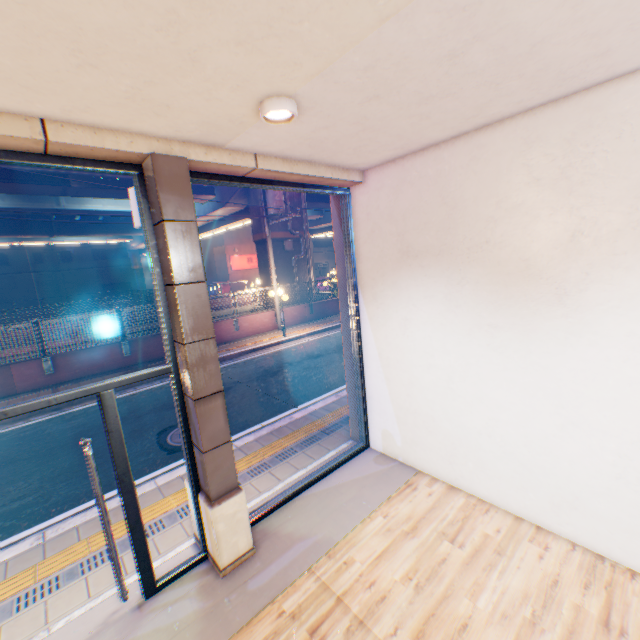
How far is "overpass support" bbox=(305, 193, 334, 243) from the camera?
22.0 meters

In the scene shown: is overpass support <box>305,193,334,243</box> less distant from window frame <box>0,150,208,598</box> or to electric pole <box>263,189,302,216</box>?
electric pole <box>263,189,302,216</box>

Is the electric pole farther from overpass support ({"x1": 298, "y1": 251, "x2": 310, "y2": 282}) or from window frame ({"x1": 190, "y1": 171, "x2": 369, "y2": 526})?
window frame ({"x1": 190, "y1": 171, "x2": 369, "y2": 526})

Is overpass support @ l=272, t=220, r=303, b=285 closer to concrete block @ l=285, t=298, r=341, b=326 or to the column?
concrete block @ l=285, t=298, r=341, b=326

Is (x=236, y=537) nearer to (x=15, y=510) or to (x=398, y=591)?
(x=398, y=591)

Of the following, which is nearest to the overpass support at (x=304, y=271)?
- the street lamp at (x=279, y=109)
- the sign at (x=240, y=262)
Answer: the sign at (x=240, y=262)

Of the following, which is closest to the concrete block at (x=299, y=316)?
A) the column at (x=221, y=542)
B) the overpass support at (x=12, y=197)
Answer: the overpass support at (x=12, y=197)
